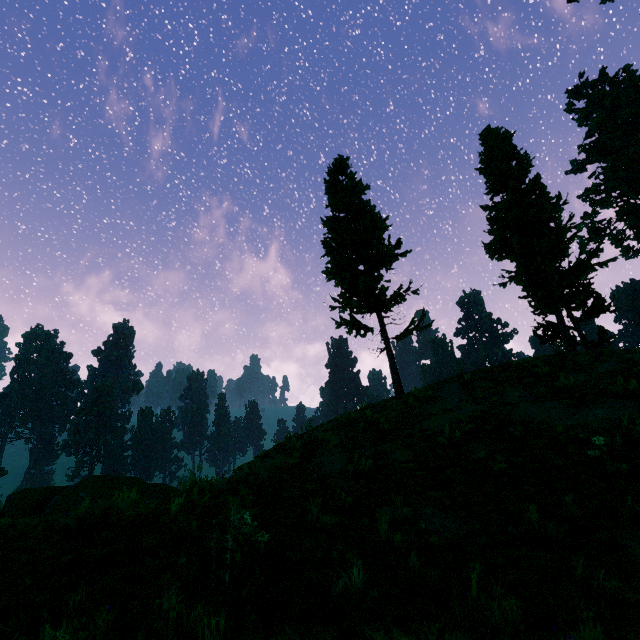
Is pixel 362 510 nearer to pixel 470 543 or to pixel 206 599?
pixel 470 543

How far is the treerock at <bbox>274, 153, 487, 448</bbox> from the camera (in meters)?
15.68

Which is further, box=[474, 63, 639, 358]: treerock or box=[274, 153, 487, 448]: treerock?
box=[474, 63, 639, 358]: treerock

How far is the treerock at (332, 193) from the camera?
15.68m

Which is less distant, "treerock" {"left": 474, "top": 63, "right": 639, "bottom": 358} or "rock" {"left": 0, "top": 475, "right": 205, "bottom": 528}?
"rock" {"left": 0, "top": 475, "right": 205, "bottom": 528}

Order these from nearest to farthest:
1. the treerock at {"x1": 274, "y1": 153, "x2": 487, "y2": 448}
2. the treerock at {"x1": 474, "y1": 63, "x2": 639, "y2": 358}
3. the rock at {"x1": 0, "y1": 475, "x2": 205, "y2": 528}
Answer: the rock at {"x1": 0, "y1": 475, "x2": 205, "y2": 528}
the treerock at {"x1": 274, "y1": 153, "x2": 487, "y2": 448}
the treerock at {"x1": 474, "y1": 63, "x2": 639, "y2": 358}

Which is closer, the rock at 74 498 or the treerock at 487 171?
the rock at 74 498

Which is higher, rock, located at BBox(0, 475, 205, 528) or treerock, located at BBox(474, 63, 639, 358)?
treerock, located at BBox(474, 63, 639, 358)
